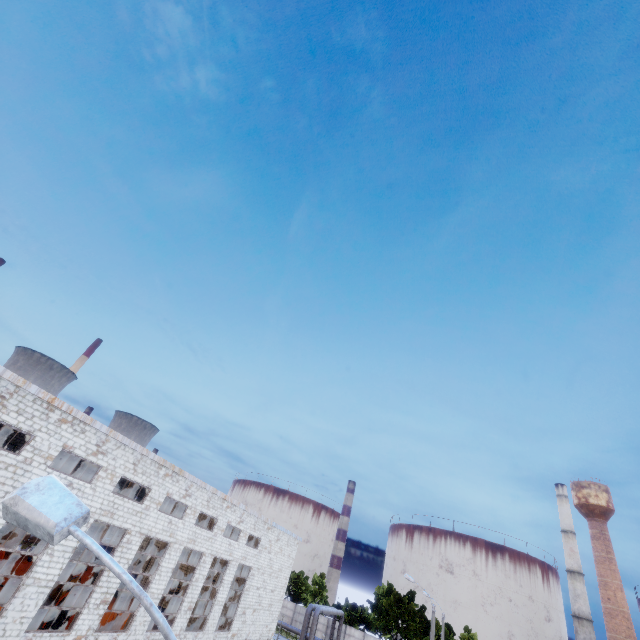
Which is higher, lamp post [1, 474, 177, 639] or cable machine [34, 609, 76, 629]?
lamp post [1, 474, 177, 639]

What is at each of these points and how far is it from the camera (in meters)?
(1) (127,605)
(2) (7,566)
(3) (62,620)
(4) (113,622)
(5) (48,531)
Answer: (1) cable machine, 24.48
(2) cable machine, 26.14
(3) cable machine, 20.75
(4) cable machine, 23.06
(5) lamp post, 3.28

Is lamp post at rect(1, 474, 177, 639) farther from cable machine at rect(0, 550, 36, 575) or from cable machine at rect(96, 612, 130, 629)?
cable machine at rect(0, 550, 36, 575)

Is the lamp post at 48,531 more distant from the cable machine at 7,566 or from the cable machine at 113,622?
the cable machine at 7,566

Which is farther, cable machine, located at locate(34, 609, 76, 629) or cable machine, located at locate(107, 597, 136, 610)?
cable machine, located at locate(107, 597, 136, 610)

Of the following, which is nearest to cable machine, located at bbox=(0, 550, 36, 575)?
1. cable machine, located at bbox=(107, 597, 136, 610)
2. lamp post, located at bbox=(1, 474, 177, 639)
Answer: cable machine, located at bbox=(107, 597, 136, 610)

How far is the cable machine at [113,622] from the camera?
22.42m
